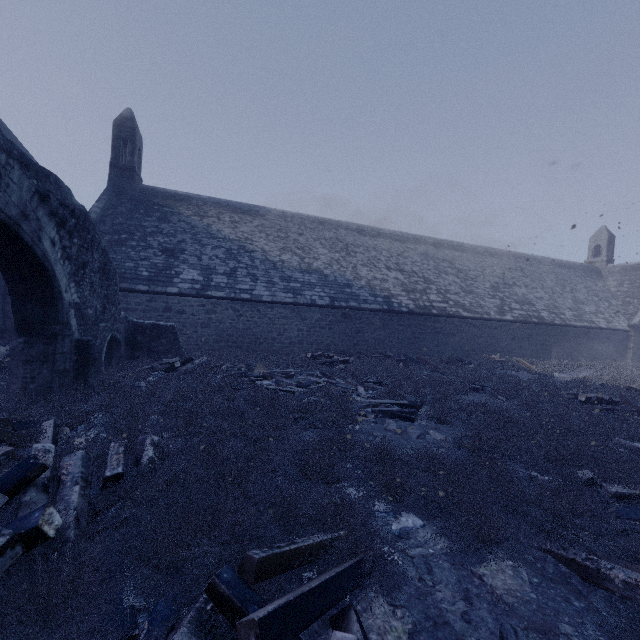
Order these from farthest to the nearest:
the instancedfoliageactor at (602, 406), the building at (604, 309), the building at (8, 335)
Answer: the building at (604, 309) → the building at (8, 335) → the instancedfoliageactor at (602, 406)

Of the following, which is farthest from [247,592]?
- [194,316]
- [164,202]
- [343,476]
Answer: [164,202]

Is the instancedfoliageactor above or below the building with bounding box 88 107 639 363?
below

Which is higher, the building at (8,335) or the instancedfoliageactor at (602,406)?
the building at (8,335)

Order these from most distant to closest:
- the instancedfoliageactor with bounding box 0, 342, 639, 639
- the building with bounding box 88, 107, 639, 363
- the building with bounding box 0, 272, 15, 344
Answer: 1. the building with bounding box 88, 107, 639, 363
2. the building with bounding box 0, 272, 15, 344
3. the instancedfoliageactor with bounding box 0, 342, 639, 639

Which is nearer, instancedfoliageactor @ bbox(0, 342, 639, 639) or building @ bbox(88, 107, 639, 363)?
instancedfoliageactor @ bbox(0, 342, 639, 639)

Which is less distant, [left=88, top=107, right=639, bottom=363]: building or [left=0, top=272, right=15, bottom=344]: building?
[left=0, top=272, right=15, bottom=344]: building
